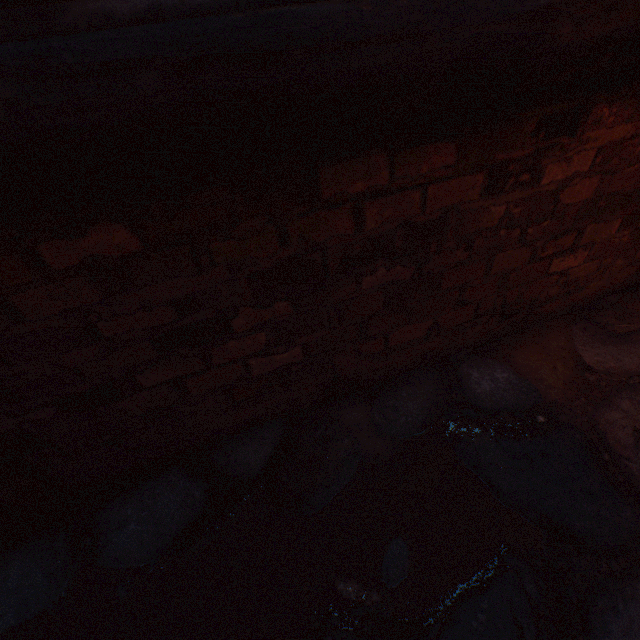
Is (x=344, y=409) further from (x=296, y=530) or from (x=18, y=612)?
(x=18, y=612)

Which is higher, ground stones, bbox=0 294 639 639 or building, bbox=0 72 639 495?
building, bbox=0 72 639 495

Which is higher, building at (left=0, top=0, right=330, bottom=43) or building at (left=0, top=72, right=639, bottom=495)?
building at (left=0, top=0, right=330, bottom=43)

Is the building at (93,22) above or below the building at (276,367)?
above

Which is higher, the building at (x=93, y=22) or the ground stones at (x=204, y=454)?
the building at (x=93, y=22)
